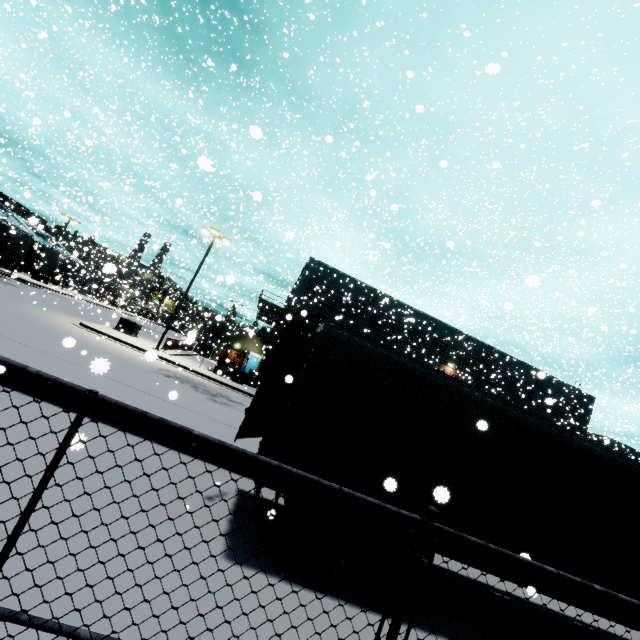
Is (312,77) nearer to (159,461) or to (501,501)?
(159,461)

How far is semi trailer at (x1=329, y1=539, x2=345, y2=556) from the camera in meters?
5.1

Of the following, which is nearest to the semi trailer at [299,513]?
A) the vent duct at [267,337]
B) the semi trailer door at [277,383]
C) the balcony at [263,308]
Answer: the semi trailer door at [277,383]

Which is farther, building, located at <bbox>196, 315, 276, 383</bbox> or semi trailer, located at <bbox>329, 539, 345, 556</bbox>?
building, located at <bbox>196, 315, 276, 383</bbox>

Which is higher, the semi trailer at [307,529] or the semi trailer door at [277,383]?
the semi trailer door at [277,383]

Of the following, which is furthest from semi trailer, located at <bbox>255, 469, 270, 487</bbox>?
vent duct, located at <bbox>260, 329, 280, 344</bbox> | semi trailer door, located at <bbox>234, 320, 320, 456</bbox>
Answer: vent duct, located at <bbox>260, 329, 280, 344</bbox>

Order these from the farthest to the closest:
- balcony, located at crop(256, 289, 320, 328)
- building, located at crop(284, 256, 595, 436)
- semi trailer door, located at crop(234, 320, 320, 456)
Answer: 1. building, located at crop(284, 256, 595, 436)
2. balcony, located at crop(256, 289, 320, 328)
3. semi trailer door, located at crop(234, 320, 320, 456)

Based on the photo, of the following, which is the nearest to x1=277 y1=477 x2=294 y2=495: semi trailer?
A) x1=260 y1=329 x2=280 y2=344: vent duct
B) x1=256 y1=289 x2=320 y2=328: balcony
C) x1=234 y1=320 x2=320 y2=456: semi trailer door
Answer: x1=234 y1=320 x2=320 y2=456: semi trailer door
